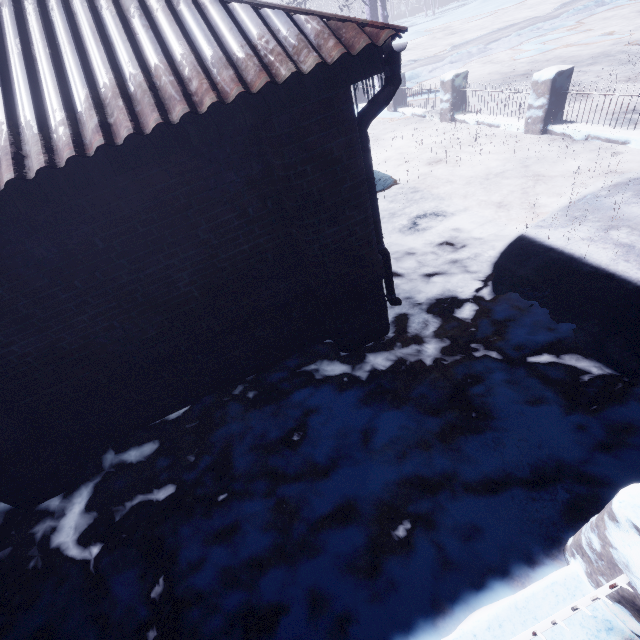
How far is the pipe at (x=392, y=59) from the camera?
2.03m

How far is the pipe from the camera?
2.03m

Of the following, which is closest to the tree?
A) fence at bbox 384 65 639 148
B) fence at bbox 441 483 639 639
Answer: fence at bbox 384 65 639 148

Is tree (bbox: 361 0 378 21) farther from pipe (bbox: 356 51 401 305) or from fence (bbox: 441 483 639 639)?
fence (bbox: 441 483 639 639)

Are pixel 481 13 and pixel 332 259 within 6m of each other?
no

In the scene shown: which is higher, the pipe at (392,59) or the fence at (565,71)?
the pipe at (392,59)

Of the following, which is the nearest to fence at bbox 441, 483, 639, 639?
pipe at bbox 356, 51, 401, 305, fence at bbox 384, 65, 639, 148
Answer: pipe at bbox 356, 51, 401, 305
